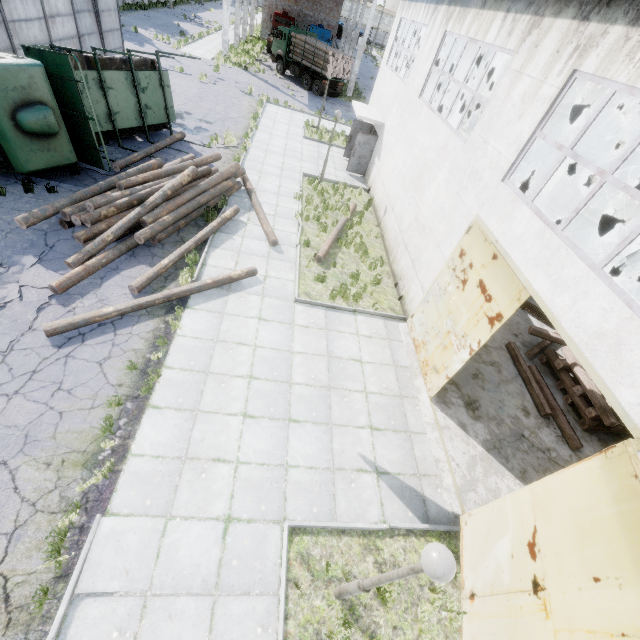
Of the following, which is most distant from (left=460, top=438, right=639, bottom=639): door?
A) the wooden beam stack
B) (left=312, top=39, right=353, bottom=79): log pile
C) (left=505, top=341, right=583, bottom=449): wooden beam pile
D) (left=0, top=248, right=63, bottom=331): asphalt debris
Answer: (left=312, top=39, right=353, bottom=79): log pile

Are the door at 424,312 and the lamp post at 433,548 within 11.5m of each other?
yes

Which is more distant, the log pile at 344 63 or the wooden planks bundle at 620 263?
the log pile at 344 63

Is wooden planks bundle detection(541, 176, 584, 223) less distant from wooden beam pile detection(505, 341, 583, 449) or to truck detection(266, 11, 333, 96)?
wooden beam pile detection(505, 341, 583, 449)

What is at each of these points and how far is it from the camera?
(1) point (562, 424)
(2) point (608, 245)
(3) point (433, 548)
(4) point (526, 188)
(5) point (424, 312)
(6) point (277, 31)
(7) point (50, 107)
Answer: (1) wooden beam pile, 8.97m
(2) wooden planks bundle, 18.83m
(3) lamp post, 3.08m
(4) wooden beam stack, 22.77m
(5) door, 9.58m
(6) truck, 42.97m
(7) truck, 9.95m

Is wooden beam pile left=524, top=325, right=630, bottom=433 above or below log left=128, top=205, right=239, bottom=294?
above

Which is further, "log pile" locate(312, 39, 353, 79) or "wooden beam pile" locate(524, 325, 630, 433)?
"log pile" locate(312, 39, 353, 79)

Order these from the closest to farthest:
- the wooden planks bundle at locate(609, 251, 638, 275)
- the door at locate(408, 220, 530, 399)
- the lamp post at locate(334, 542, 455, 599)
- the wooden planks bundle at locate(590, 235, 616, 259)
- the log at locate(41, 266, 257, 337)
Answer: the lamp post at locate(334, 542, 455, 599) < the door at locate(408, 220, 530, 399) < the log at locate(41, 266, 257, 337) < the wooden planks bundle at locate(609, 251, 638, 275) < the wooden planks bundle at locate(590, 235, 616, 259)
